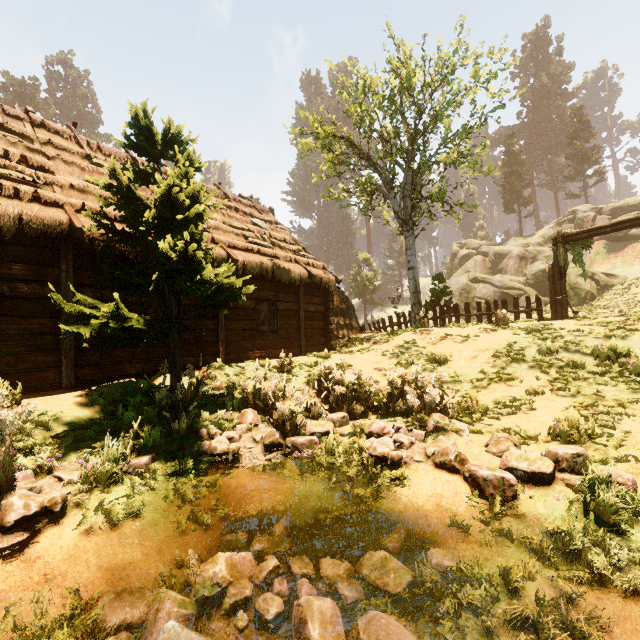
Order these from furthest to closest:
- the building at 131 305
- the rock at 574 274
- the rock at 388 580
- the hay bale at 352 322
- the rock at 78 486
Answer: the rock at 574 274
the hay bale at 352 322
the building at 131 305
the rock at 78 486
the rock at 388 580

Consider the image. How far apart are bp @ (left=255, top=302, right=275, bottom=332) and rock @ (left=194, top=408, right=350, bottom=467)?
4.86m

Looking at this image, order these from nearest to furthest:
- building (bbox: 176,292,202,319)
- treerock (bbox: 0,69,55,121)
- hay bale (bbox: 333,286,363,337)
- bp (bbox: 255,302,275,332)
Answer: building (bbox: 176,292,202,319) < bp (bbox: 255,302,275,332) < hay bale (bbox: 333,286,363,337) < treerock (bbox: 0,69,55,121)

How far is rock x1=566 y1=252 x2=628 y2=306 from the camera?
28.3m

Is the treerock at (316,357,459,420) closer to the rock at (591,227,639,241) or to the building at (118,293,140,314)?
the building at (118,293,140,314)

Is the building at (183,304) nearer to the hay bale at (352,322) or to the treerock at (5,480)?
the treerock at (5,480)

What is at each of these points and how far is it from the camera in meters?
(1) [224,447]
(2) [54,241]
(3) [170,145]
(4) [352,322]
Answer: (1) rock, 5.6
(2) building, 7.0
(3) treerock, 6.6
(4) hay bale, 17.2

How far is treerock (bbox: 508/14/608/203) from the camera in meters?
44.9 m
